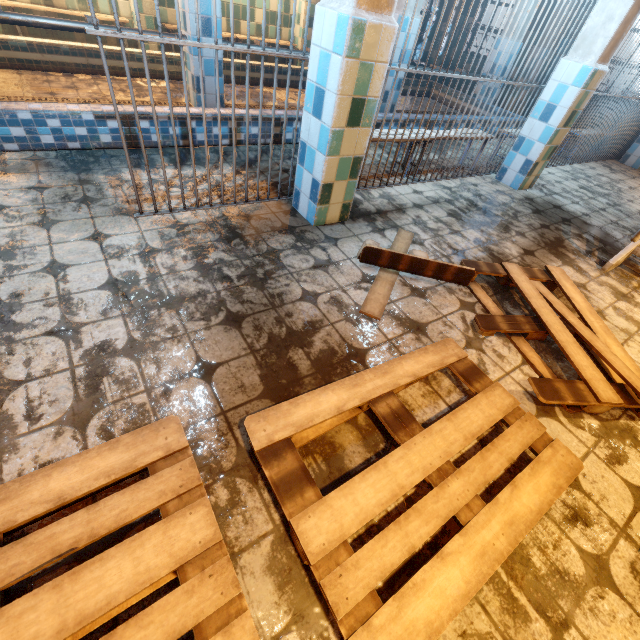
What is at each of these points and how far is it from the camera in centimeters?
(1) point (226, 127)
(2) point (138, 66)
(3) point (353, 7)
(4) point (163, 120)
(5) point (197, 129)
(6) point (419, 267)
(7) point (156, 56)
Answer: (1) bench, 332cm
(2) bench, 450cm
(3) column, 172cm
(4) bench, 299cm
(5) bench, 319cm
(6) board, 224cm
(7) bench, 453cm

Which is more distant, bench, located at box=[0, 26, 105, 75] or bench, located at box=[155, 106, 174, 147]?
bench, located at box=[0, 26, 105, 75]

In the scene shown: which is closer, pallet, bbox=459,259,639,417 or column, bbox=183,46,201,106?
pallet, bbox=459,259,639,417

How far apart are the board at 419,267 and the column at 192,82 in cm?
317

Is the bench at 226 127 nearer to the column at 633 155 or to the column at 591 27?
the column at 591 27

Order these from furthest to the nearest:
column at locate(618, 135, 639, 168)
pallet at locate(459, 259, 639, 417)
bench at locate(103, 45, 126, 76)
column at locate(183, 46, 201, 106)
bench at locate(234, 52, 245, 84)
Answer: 1. column at locate(618, 135, 639, 168)
2. bench at locate(234, 52, 245, 84)
3. bench at locate(103, 45, 126, 76)
4. column at locate(183, 46, 201, 106)
5. pallet at locate(459, 259, 639, 417)

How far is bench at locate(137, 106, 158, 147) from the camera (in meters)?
2.89
